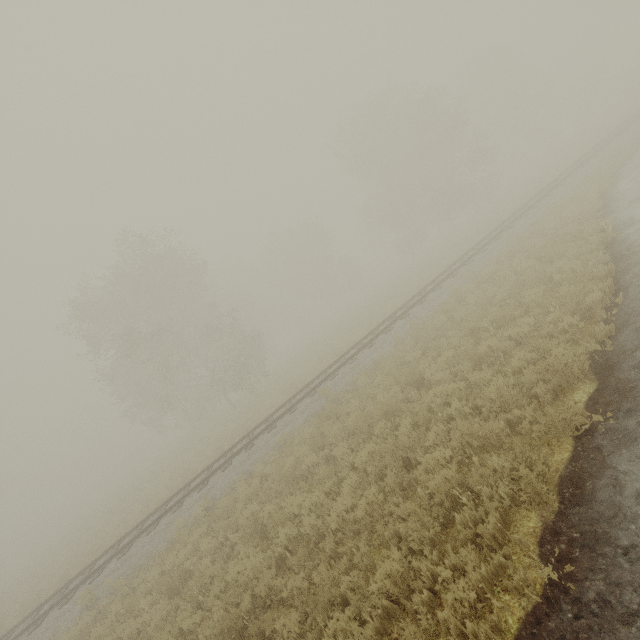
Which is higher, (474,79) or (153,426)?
(474,79)
